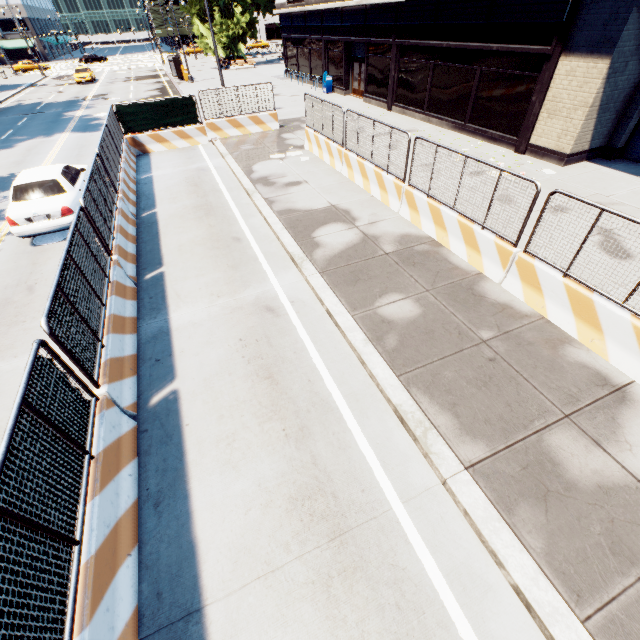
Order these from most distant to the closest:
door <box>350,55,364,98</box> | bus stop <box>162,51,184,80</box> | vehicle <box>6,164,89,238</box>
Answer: bus stop <box>162,51,184,80</box>, door <box>350,55,364,98</box>, vehicle <box>6,164,89,238</box>

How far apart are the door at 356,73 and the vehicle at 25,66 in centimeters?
6250cm

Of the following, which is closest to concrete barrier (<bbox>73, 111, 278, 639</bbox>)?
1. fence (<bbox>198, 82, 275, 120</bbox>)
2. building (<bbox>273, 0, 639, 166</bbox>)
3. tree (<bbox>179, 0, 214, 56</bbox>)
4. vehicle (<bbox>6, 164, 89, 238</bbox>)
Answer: fence (<bbox>198, 82, 275, 120</bbox>)

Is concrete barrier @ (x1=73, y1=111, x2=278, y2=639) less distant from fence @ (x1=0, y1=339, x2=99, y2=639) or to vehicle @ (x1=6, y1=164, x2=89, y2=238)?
fence @ (x1=0, y1=339, x2=99, y2=639)

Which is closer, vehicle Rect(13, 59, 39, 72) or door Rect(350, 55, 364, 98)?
door Rect(350, 55, 364, 98)

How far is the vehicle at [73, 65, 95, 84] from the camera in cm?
3781

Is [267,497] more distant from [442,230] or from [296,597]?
[442,230]

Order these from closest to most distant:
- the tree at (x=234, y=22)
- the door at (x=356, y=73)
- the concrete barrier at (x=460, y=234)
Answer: the concrete barrier at (x=460, y=234), the door at (x=356, y=73), the tree at (x=234, y=22)
